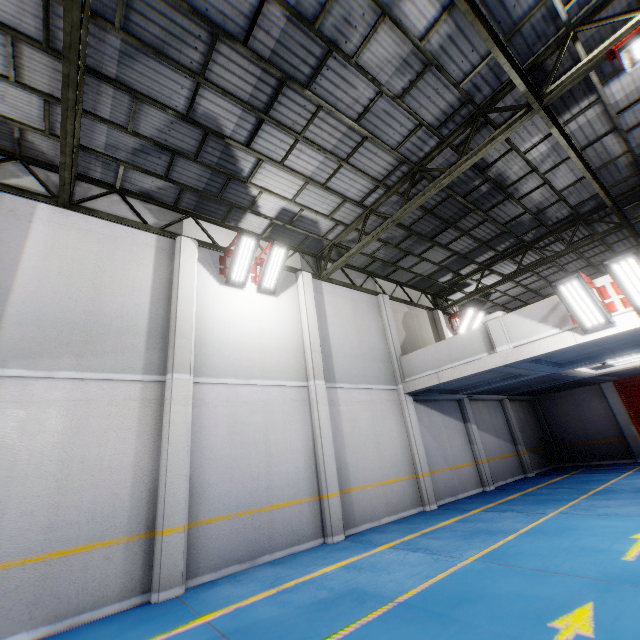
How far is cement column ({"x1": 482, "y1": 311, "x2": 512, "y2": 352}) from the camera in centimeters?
936cm

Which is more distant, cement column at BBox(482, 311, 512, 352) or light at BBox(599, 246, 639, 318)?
cement column at BBox(482, 311, 512, 352)

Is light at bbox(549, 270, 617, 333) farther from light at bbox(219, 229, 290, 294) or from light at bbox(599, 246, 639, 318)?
light at bbox(219, 229, 290, 294)

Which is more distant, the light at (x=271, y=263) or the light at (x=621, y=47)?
the light at (x=271, y=263)

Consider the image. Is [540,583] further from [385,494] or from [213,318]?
[213,318]

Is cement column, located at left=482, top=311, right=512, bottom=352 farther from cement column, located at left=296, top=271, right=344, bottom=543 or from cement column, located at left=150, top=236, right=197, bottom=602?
cement column, located at left=150, top=236, right=197, bottom=602

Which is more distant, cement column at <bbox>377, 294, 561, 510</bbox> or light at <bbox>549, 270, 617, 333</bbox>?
cement column at <bbox>377, 294, 561, 510</bbox>

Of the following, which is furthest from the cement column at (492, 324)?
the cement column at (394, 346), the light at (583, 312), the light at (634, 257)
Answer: the cement column at (394, 346)
